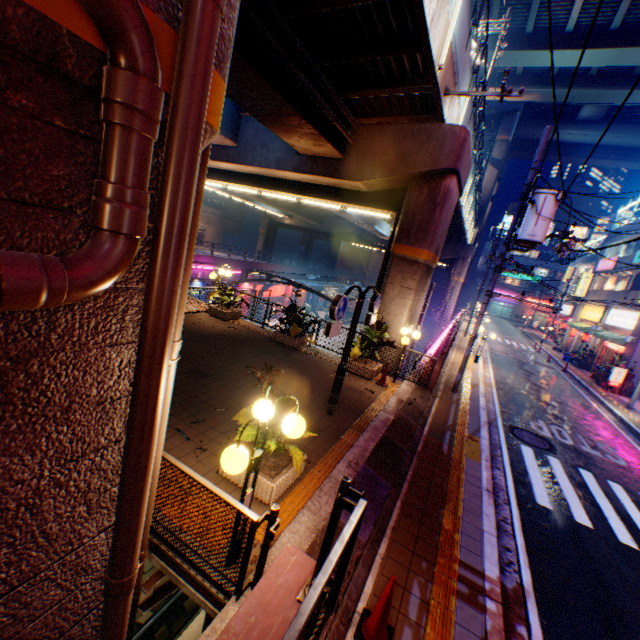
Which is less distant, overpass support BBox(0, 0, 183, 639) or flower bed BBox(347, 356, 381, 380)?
overpass support BBox(0, 0, 183, 639)

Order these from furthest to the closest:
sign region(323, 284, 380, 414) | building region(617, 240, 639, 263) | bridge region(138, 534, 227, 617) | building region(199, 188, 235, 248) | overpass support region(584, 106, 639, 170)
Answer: building region(199, 188, 235, 248) → overpass support region(584, 106, 639, 170) → building region(617, 240, 639, 263) → sign region(323, 284, 380, 414) → bridge region(138, 534, 227, 617)

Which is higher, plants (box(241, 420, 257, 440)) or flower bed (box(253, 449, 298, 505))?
plants (box(241, 420, 257, 440))

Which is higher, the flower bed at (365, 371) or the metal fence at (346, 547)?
the metal fence at (346, 547)

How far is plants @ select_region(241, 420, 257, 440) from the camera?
5.1m

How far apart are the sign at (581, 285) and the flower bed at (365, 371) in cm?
3232

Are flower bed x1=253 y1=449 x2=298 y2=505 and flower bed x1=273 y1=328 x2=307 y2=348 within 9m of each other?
yes

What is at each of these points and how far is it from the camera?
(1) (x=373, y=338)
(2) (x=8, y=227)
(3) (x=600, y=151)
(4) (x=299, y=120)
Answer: (1) plants, 11.23m
(2) overpass support, 1.48m
(3) overpass support, 41.75m
(4) overpass support, 9.96m
